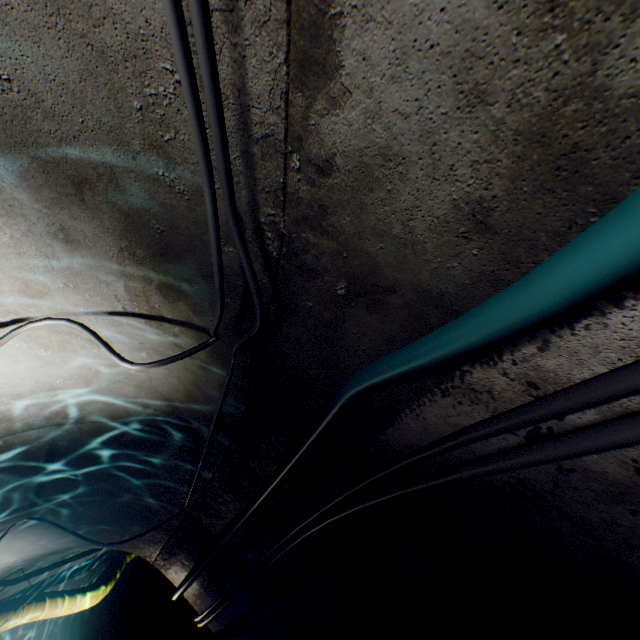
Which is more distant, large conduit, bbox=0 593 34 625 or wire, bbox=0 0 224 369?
large conduit, bbox=0 593 34 625

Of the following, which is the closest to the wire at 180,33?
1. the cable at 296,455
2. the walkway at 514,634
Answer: the cable at 296,455

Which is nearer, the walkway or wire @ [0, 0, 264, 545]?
wire @ [0, 0, 264, 545]

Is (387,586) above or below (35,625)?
below

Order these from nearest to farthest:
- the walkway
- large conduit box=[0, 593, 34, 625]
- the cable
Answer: the cable, the walkway, large conduit box=[0, 593, 34, 625]

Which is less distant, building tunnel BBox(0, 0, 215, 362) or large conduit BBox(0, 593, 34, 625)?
building tunnel BBox(0, 0, 215, 362)

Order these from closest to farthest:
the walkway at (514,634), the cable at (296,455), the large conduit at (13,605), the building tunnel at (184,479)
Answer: the cable at (296,455) < the walkway at (514,634) < the building tunnel at (184,479) < the large conduit at (13,605)

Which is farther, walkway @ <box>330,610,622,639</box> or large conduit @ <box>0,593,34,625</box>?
large conduit @ <box>0,593,34,625</box>
